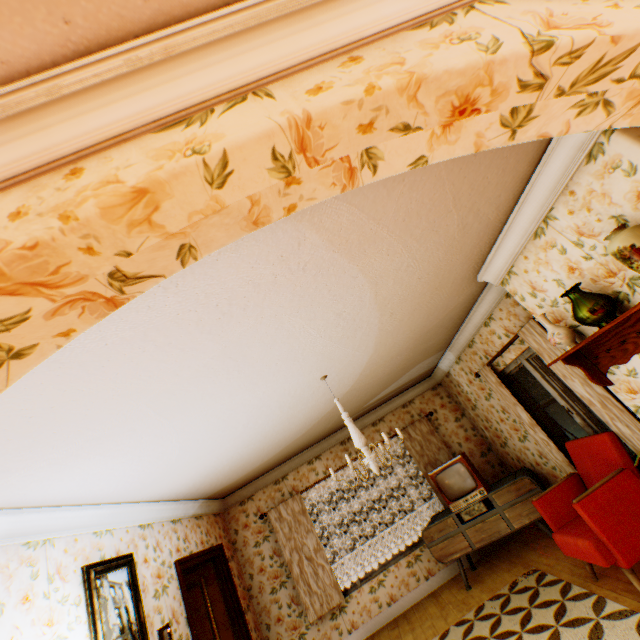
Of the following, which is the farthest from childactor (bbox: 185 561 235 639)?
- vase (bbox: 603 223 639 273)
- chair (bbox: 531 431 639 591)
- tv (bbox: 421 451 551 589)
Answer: vase (bbox: 603 223 639 273)

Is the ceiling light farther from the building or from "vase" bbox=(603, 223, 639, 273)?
"vase" bbox=(603, 223, 639, 273)

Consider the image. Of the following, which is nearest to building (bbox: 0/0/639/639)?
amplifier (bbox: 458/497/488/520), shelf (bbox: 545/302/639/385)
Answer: shelf (bbox: 545/302/639/385)

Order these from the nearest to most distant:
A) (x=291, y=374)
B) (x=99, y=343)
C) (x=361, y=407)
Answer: (x=99, y=343) < (x=291, y=374) < (x=361, y=407)

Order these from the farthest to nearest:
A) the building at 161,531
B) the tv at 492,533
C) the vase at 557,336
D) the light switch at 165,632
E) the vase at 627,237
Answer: the tv at 492,533 < the light switch at 165,632 < the vase at 557,336 < the vase at 627,237 < the building at 161,531

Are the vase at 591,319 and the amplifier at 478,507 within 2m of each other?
no

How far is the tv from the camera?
4.9 meters

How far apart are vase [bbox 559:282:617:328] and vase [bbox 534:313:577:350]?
0.26m
